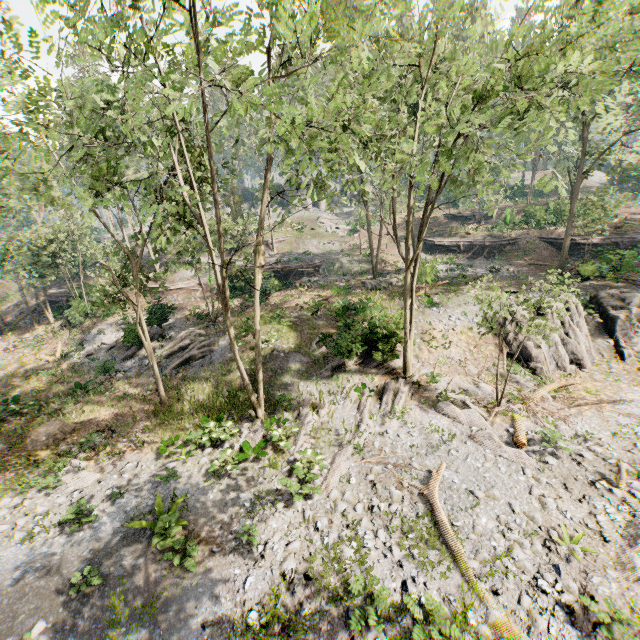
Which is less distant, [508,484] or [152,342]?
[508,484]

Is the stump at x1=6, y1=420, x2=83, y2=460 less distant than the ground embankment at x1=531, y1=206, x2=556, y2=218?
Yes

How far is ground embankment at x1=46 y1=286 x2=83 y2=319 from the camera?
29.9m

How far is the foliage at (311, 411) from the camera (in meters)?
13.94

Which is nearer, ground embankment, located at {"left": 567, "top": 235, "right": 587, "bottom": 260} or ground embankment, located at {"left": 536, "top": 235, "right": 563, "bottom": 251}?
ground embankment, located at {"left": 567, "top": 235, "right": 587, "bottom": 260}

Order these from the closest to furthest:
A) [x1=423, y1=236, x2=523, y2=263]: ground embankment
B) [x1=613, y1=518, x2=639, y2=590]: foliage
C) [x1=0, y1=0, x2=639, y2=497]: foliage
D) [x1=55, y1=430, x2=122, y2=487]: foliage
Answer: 1. [x1=0, y1=0, x2=639, y2=497]: foliage
2. [x1=613, y1=518, x2=639, y2=590]: foliage
3. [x1=55, y1=430, x2=122, y2=487]: foliage
4. [x1=423, y1=236, x2=523, y2=263]: ground embankment

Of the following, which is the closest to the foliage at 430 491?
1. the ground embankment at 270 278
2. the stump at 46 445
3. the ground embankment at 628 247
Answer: the ground embankment at 628 247

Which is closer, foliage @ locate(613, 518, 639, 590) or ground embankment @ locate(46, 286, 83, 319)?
foliage @ locate(613, 518, 639, 590)
